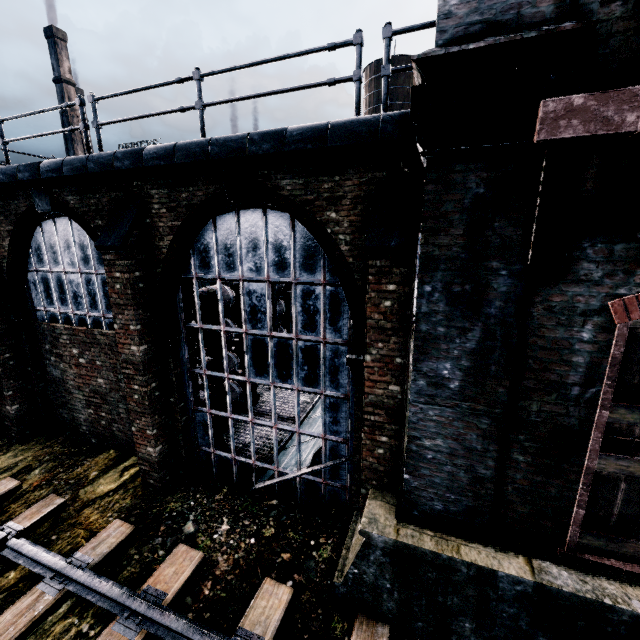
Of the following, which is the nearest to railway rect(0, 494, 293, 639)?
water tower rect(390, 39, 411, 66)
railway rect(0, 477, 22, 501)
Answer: railway rect(0, 477, 22, 501)

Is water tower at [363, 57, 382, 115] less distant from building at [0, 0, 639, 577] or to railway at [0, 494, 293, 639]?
building at [0, 0, 639, 577]

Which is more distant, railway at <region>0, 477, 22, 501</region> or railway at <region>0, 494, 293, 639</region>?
railway at <region>0, 477, 22, 501</region>

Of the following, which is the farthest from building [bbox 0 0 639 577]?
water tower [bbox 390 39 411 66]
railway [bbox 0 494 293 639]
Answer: water tower [bbox 390 39 411 66]

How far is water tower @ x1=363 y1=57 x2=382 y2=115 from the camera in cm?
3500

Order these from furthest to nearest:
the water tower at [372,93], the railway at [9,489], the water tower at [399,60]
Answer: the water tower at [372,93] → the water tower at [399,60] → the railway at [9,489]

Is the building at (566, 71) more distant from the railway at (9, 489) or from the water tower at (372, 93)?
the water tower at (372, 93)

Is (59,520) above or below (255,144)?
below
